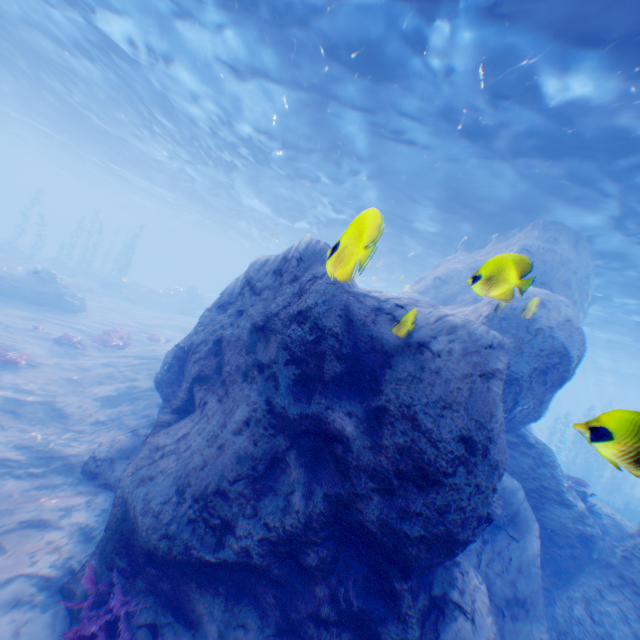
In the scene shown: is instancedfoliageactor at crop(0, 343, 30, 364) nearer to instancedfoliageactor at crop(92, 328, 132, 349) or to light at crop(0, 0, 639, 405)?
instancedfoliageactor at crop(92, 328, 132, 349)

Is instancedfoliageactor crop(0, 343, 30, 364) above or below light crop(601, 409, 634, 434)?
below

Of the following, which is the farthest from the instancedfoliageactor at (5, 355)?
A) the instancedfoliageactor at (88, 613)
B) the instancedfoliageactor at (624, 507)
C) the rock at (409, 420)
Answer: the instancedfoliageactor at (624, 507)

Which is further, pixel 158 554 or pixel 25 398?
pixel 25 398

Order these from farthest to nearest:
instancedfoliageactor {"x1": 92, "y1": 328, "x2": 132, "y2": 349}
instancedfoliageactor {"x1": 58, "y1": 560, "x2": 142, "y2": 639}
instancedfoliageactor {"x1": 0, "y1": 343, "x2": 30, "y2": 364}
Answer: instancedfoliageactor {"x1": 92, "y1": 328, "x2": 132, "y2": 349}
instancedfoliageactor {"x1": 0, "y1": 343, "x2": 30, "y2": 364}
instancedfoliageactor {"x1": 58, "y1": 560, "x2": 142, "y2": 639}

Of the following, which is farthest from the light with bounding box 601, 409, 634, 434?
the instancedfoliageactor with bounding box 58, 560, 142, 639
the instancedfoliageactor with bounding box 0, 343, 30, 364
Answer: the instancedfoliageactor with bounding box 0, 343, 30, 364

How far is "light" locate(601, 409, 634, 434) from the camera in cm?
212

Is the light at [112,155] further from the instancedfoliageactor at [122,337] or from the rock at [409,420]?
the instancedfoliageactor at [122,337]
